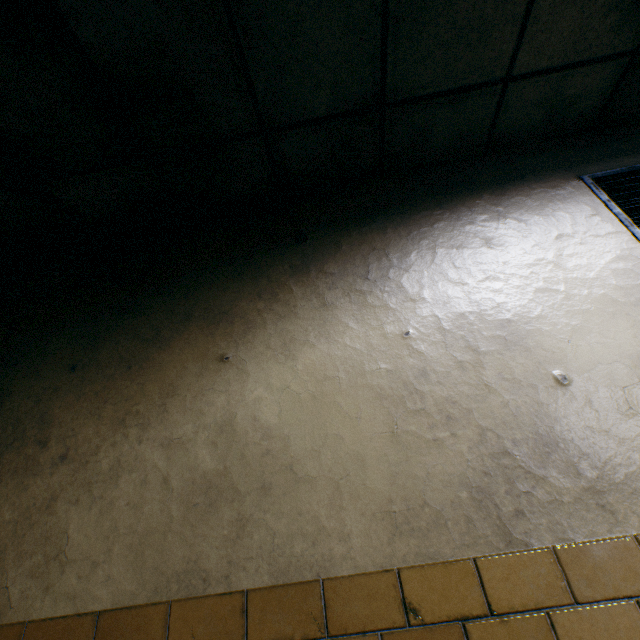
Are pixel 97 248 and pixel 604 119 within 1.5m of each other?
no
